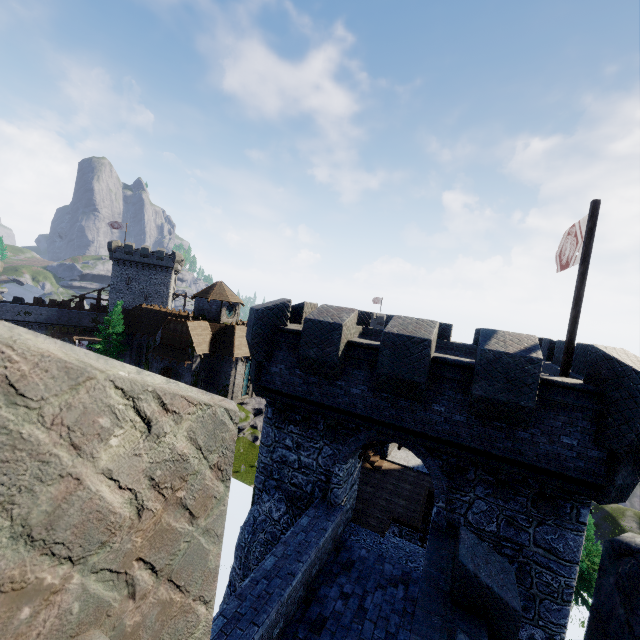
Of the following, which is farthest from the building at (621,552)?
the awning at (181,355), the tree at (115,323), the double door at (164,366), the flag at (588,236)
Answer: the tree at (115,323)

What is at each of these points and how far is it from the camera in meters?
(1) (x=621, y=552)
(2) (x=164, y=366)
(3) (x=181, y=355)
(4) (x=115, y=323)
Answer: (1) building, 0.7 m
(2) double door, 36.0 m
(3) awning, 34.7 m
(4) tree, 40.2 m

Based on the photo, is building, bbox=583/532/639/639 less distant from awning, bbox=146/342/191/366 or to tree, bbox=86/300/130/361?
awning, bbox=146/342/191/366

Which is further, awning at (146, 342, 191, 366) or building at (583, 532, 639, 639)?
awning at (146, 342, 191, 366)

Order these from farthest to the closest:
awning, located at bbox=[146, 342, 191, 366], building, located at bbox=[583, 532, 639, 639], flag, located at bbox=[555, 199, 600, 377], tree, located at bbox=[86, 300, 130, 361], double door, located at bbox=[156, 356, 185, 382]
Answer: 1. tree, located at bbox=[86, 300, 130, 361]
2. double door, located at bbox=[156, 356, 185, 382]
3. awning, located at bbox=[146, 342, 191, 366]
4. flag, located at bbox=[555, 199, 600, 377]
5. building, located at bbox=[583, 532, 639, 639]

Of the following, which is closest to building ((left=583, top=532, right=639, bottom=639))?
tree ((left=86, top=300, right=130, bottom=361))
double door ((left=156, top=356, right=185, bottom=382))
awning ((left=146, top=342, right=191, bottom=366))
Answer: awning ((left=146, top=342, right=191, bottom=366))

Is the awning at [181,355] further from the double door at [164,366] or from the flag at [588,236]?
the flag at [588,236]

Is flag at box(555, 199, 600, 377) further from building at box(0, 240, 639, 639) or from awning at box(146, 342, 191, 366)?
awning at box(146, 342, 191, 366)
